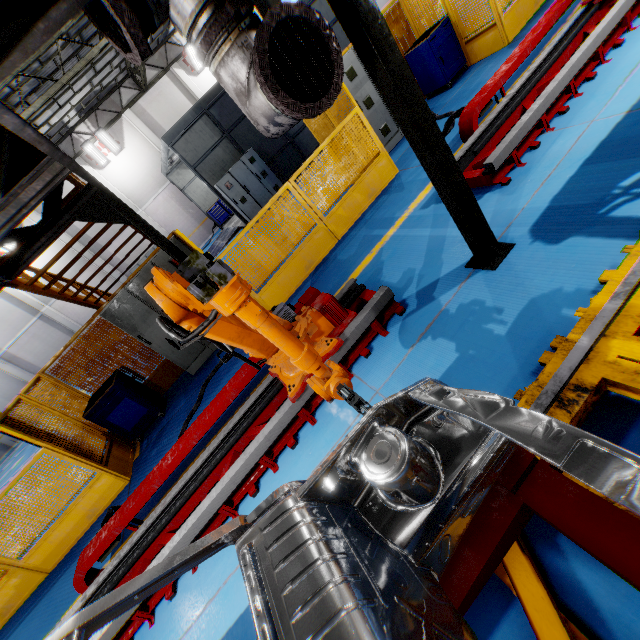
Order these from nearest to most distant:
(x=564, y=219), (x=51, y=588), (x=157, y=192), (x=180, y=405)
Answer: (x=564, y=219), (x=51, y=588), (x=180, y=405), (x=157, y=192)

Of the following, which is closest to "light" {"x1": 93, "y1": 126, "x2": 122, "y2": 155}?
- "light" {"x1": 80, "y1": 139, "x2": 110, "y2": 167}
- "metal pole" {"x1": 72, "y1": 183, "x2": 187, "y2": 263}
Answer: "light" {"x1": 80, "y1": 139, "x2": 110, "y2": 167}

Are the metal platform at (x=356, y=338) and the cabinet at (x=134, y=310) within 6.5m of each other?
yes

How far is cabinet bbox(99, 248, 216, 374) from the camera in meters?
6.2 m

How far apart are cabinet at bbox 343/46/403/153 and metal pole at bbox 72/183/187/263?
4.4 meters

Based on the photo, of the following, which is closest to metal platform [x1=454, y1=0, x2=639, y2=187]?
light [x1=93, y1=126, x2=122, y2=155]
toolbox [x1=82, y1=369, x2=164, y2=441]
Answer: toolbox [x1=82, y1=369, x2=164, y2=441]

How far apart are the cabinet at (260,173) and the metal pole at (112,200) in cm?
787

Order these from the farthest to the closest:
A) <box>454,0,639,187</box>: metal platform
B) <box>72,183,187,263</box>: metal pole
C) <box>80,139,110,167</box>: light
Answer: <box>80,139,110,167</box>: light
<box>72,183,187,263</box>: metal pole
<box>454,0,639,187</box>: metal platform
